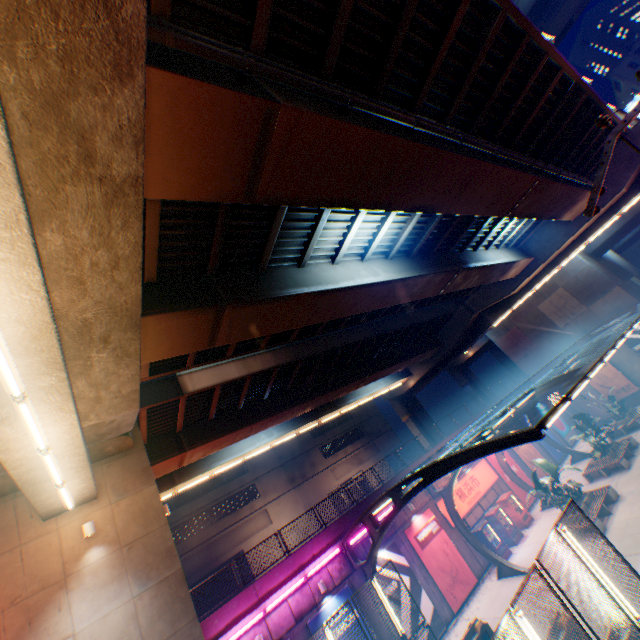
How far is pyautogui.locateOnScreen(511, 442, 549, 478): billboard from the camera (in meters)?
26.36

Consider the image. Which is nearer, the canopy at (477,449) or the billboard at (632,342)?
the canopy at (477,449)

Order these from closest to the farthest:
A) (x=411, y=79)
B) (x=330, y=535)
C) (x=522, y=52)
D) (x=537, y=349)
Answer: (x=411, y=79)
(x=522, y=52)
(x=330, y=535)
(x=537, y=349)

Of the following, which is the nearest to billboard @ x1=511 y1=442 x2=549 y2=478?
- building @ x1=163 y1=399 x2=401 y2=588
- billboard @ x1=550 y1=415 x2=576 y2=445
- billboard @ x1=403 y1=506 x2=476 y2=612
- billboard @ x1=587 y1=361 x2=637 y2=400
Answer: billboard @ x1=550 y1=415 x2=576 y2=445

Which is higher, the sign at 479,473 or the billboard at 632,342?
the billboard at 632,342

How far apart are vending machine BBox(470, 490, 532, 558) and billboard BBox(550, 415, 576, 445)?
14.1 meters

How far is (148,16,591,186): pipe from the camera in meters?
5.0

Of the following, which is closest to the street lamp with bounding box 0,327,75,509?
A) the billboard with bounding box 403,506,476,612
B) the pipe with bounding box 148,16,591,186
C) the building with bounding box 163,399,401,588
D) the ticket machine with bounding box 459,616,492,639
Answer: the pipe with bounding box 148,16,591,186
